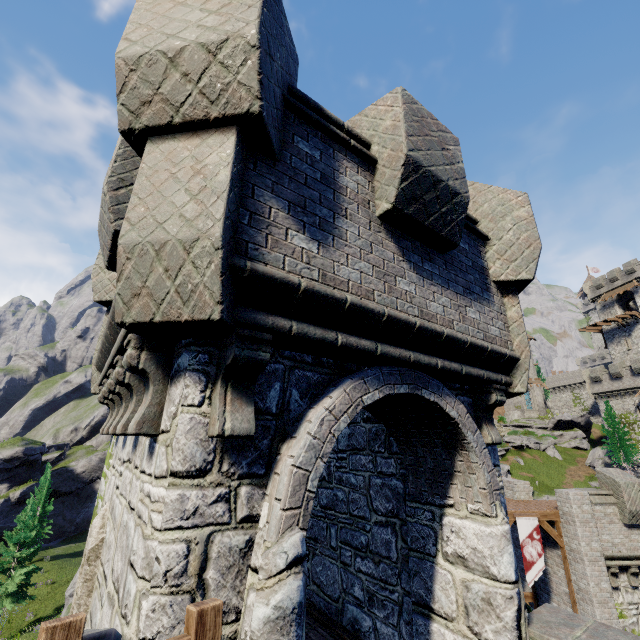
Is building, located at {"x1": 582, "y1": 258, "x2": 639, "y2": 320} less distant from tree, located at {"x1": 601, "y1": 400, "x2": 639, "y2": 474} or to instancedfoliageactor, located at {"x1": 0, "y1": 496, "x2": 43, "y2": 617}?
tree, located at {"x1": 601, "y1": 400, "x2": 639, "y2": 474}

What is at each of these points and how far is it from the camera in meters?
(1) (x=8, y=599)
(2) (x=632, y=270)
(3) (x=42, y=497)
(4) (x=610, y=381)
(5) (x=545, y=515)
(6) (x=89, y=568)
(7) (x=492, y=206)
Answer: (1) instancedfoliageactor, 26.2
(2) building, 47.2
(3) tree, 38.6
(4) building tower, 44.6
(5) walkway, 15.8
(6) window slit, 3.7
(7) building tower, 5.9

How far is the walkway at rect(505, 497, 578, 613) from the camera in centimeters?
1503cm

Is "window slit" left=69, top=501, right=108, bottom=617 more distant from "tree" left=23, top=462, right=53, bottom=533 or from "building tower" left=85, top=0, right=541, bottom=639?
"tree" left=23, top=462, right=53, bottom=533

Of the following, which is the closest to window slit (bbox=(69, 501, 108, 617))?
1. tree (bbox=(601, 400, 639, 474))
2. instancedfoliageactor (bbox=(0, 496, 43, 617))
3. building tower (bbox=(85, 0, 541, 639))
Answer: building tower (bbox=(85, 0, 541, 639))

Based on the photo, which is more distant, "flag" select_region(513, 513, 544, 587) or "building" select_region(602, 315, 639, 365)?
"building" select_region(602, 315, 639, 365)

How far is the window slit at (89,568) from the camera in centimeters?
364cm

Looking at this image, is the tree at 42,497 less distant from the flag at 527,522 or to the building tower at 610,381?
the flag at 527,522
